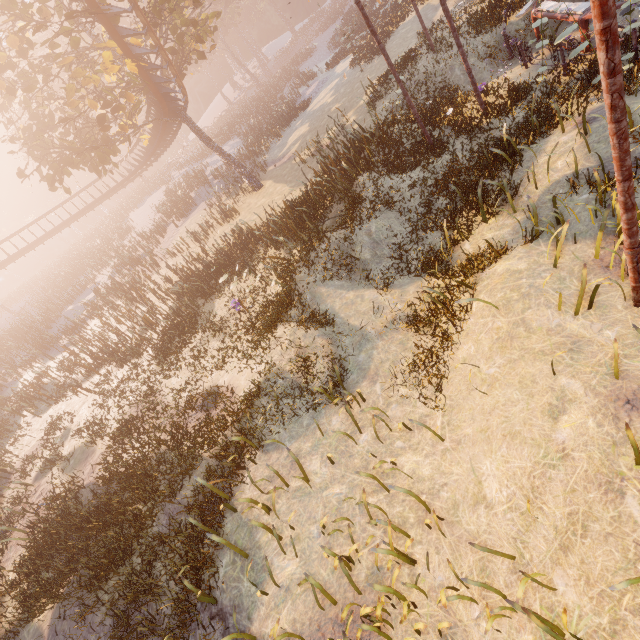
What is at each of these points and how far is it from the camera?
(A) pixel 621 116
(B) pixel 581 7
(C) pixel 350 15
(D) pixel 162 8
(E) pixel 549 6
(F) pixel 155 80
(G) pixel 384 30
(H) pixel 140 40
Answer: (A) metal pole, 3.41m
(B) merry-go-round, 10.20m
(C) instancedfoliageactor, 42.38m
(D) tree, 14.94m
(E) merry-go-round, 11.55m
(F) roller coaster, 16.06m
(G) instancedfoliageactor, 25.09m
(H) tree, 21.89m

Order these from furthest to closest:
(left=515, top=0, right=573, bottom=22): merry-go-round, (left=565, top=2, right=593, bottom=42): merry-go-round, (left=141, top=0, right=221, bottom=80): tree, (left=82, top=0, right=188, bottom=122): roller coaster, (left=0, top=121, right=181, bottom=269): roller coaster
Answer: (left=0, top=121, right=181, bottom=269): roller coaster
(left=141, top=0, right=221, bottom=80): tree
(left=82, top=0, right=188, bottom=122): roller coaster
(left=515, top=0, right=573, bottom=22): merry-go-round
(left=565, top=2, right=593, bottom=42): merry-go-round

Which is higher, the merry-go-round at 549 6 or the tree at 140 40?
the tree at 140 40

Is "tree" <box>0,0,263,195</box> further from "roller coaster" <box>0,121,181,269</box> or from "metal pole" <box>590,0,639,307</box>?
"metal pole" <box>590,0,639,307</box>

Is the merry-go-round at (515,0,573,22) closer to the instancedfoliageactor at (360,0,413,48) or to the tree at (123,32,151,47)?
the instancedfoliageactor at (360,0,413,48)

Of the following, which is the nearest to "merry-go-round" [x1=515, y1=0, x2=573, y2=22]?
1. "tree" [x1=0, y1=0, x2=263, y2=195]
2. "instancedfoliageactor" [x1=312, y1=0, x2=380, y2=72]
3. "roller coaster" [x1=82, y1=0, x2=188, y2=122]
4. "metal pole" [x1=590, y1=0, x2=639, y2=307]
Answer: "roller coaster" [x1=82, y1=0, x2=188, y2=122]

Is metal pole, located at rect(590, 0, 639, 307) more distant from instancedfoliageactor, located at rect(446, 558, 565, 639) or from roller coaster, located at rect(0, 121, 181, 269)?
instancedfoliageactor, located at rect(446, 558, 565, 639)

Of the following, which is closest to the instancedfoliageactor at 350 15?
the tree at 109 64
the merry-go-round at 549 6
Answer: the merry-go-round at 549 6
